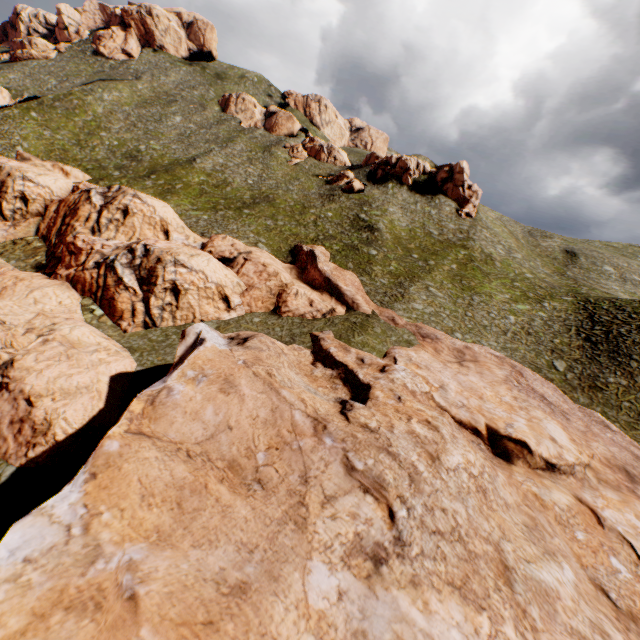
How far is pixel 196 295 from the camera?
32.25m
